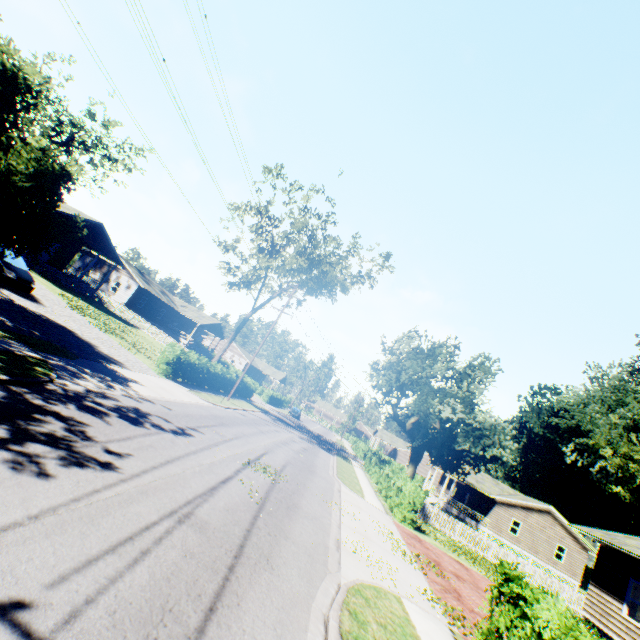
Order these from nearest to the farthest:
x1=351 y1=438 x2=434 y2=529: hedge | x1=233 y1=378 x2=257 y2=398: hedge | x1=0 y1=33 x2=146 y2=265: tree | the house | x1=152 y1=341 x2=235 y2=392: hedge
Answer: x1=0 y1=33 x2=146 y2=265: tree → x1=351 y1=438 x2=434 y2=529: hedge → x1=152 y1=341 x2=235 y2=392: hedge → the house → x1=233 y1=378 x2=257 y2=398: hedge

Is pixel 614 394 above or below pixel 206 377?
above

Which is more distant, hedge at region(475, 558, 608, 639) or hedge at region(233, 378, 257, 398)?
hedge at region(233, 378, 257, 398)

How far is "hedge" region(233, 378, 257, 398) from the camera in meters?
35.0

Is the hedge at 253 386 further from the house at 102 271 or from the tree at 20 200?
the house at 102 271

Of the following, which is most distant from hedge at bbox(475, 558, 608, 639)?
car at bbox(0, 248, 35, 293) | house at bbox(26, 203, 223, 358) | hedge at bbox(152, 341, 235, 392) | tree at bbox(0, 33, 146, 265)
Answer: house at bbox(26, 203, 223, 358)

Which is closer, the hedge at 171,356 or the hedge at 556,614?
the hedge at 556,614

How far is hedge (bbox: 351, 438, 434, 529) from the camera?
18.06m
